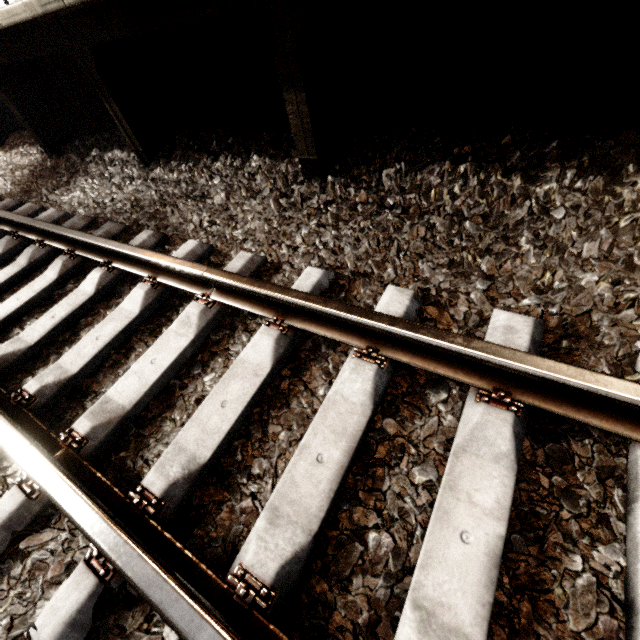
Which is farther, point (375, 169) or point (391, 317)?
point (375, 169)

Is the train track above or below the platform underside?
below

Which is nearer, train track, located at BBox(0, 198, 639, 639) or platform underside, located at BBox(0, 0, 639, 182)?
train track, located at BBox(0, 198, 639, 639)

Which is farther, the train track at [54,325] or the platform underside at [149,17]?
the platform underside at [149,17]

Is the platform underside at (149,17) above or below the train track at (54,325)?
above
